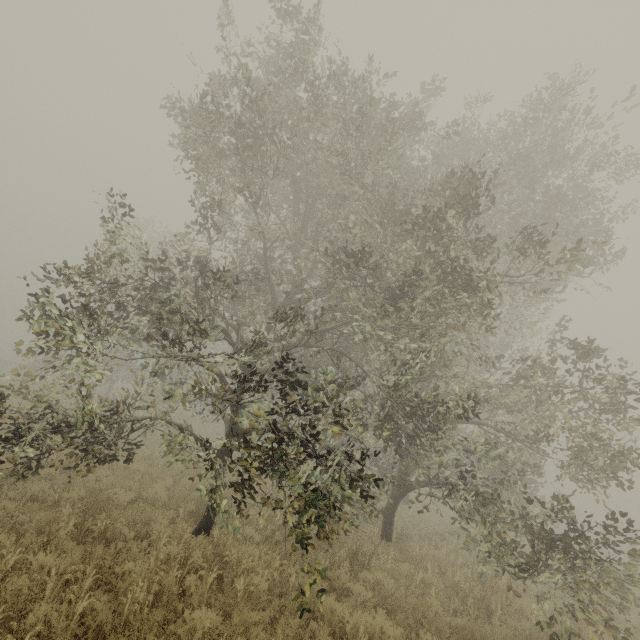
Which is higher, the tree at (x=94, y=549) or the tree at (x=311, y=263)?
the tree at (x=311, y=263)

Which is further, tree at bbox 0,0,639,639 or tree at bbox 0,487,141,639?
tree at bbox 0,0,639,639

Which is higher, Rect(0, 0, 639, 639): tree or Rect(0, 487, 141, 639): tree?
Rect(0, 0, 639, 639): tree

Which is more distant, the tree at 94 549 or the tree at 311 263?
the tree at 311 263

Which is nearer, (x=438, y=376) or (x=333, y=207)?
(x=438, y=376)
